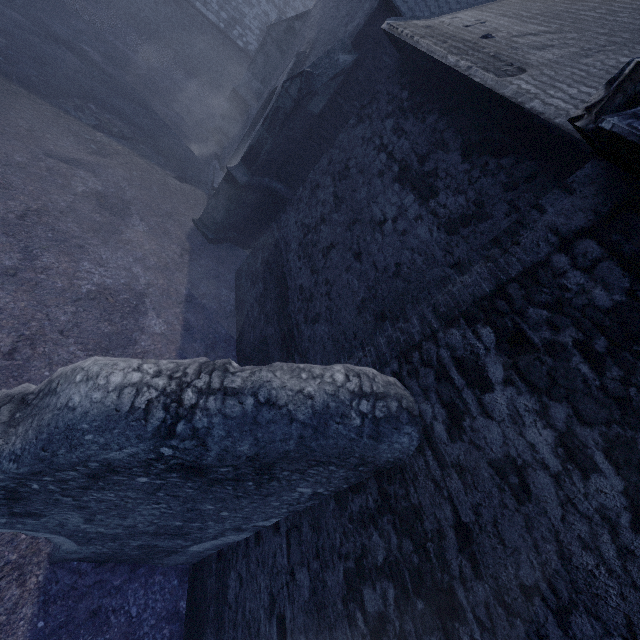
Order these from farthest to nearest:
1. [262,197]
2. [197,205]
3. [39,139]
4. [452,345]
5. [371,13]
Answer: [197,205] → [262,197] → [39,139] → [371,13] → [452,345]
